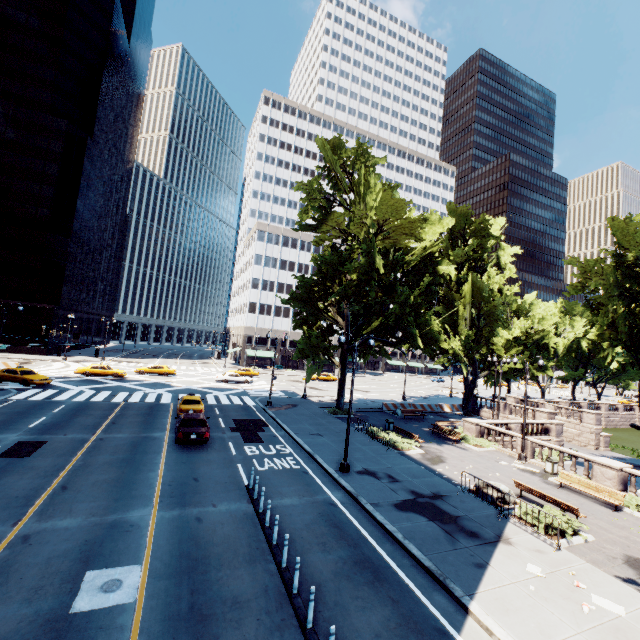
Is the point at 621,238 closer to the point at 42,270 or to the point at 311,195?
the point at 311,195

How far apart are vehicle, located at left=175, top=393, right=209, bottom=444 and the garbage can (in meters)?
21.23

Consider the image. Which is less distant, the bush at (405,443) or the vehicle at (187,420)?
the vehicle at (187,420)

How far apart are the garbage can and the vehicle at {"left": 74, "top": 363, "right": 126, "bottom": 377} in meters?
43.5 m

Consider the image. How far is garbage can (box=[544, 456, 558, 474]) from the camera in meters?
20.4 m

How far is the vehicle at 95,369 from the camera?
38.2 meters

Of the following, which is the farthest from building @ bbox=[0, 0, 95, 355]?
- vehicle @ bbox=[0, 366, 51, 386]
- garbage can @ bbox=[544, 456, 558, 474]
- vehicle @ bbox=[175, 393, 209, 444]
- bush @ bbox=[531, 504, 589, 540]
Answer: garbage can @ bbox=[544, 456, 558, 474]

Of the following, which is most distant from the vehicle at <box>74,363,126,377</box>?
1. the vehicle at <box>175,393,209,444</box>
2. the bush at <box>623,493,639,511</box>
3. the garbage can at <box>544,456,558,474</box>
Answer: the bush at <box>623,493,639,511</box>
